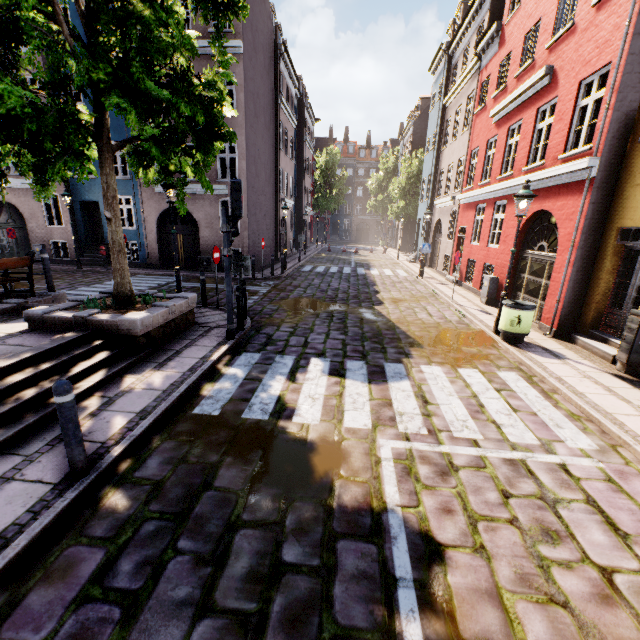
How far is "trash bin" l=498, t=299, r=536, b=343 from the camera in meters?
7.8

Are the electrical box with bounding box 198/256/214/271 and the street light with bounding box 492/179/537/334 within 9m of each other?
no

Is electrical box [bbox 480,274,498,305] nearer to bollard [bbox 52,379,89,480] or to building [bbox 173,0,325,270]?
building [bbox 173,0,325,270]

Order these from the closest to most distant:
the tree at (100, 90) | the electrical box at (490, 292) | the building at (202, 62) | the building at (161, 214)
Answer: the tree at (100, 90)
the electrical box at (490, 292)
the building at (202, 62)
the building at (161, 214)

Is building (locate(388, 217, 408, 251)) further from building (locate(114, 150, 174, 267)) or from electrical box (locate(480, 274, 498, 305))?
building (locate(114, 150, 174, 267))

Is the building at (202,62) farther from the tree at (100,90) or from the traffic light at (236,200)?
the traffic light at (236,200)

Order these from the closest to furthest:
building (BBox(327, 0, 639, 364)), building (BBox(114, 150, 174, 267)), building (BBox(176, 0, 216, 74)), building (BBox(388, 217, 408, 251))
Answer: building (BBox(327, 0, 639, 364)), building (BBox(176, 0, 216, 74)), building (BBox(114, 150, 174, 267)), building (BBox(388, 217, 408, 251))

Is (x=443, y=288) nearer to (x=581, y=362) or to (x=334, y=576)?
(x=581, y=362)
